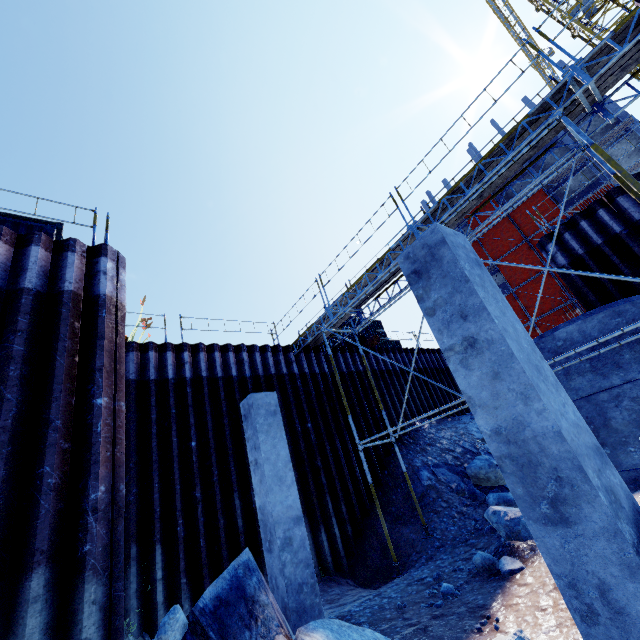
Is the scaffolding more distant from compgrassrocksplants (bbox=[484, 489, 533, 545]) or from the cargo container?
the cargo container

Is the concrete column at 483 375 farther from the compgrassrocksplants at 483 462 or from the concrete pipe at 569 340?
the compgrassrocksplants at 483 462

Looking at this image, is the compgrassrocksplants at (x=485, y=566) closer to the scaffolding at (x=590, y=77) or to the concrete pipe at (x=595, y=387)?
the scaffolding at (x=590, y=77)

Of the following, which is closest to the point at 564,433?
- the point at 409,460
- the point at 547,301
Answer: the point at 409,460

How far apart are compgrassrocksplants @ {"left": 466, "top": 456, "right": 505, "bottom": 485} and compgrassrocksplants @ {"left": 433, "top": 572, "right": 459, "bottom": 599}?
5.1 meters

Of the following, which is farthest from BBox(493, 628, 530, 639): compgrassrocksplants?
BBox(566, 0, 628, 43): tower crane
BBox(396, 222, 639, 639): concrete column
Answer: BBox(566, 0, 628, 43): tower crane

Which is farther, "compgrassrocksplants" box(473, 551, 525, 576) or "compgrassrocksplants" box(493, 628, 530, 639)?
"compgrassrocksplants" box(473, 551, 525, 576)

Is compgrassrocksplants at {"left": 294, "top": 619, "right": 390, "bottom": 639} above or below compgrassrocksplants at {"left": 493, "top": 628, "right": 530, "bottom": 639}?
above
